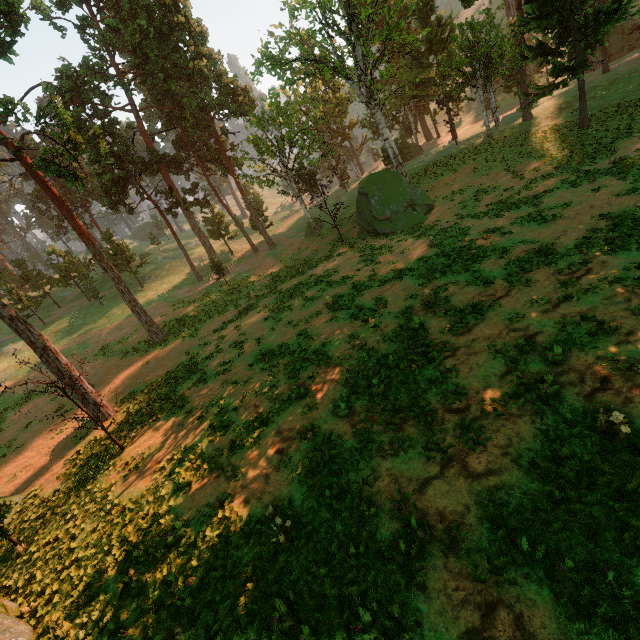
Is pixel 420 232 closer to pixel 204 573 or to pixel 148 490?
pixel 148 490

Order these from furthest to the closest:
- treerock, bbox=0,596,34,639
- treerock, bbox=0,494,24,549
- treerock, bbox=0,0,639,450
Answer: treerock, bbox=0,0,639,450 < treerock, bbox=0,494,24,549 < treerock, bbox=0,596,34,639

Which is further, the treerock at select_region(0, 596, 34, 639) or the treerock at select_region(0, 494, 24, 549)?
the treerock at select_region(0, 494, 24, 549)

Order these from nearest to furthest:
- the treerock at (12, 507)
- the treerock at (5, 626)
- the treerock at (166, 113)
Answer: the treerock at (5, 626) → the treerock at (12, 507) → the treerock at (166, 113)

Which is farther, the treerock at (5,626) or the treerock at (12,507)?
the treerock at (12,507)

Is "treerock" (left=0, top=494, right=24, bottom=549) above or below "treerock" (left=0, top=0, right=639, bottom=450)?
below
